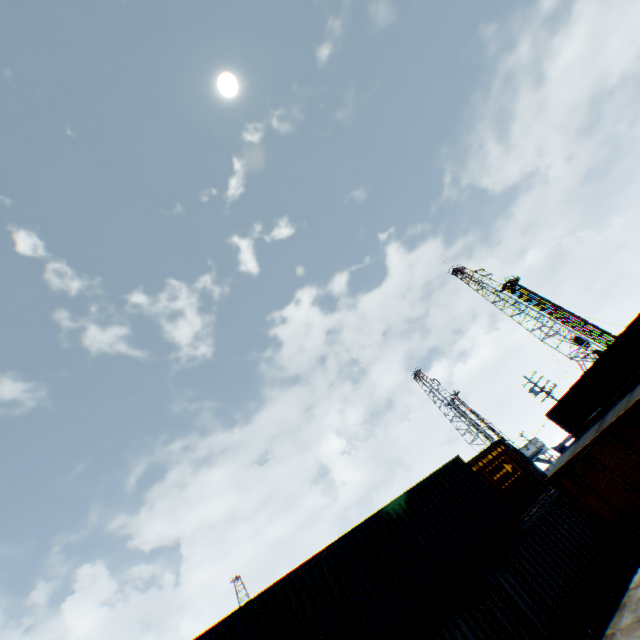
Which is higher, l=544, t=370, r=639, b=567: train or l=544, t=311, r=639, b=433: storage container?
l=544, t=311, r=639, b=433: storage container

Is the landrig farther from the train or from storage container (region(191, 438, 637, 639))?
the train

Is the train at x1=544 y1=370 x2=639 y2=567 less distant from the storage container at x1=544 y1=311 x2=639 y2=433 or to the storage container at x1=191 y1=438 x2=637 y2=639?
the storage container at x1=191 y1=438 x2=637 y2=639

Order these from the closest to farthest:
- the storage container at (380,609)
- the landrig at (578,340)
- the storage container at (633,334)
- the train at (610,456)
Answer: the train at (610,456)
the storage container at (380,609)
the storage container at (633,334)
the landrig at (578,340)

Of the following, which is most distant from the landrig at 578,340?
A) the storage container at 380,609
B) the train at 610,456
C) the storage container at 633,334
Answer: the train at 610,456

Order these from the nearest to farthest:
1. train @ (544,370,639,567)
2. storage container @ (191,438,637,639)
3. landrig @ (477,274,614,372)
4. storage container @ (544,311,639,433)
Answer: train @ (544,370,639,567)
storage container @ (191,438,637,639)
storage container @ (544,311,639,433)
landrig @ (477,274,614,372)

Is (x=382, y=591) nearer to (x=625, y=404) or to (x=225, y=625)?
(x=225, y=625)

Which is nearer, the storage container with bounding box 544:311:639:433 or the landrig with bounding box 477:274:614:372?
the storage container with bounding box 544:311:639:433
